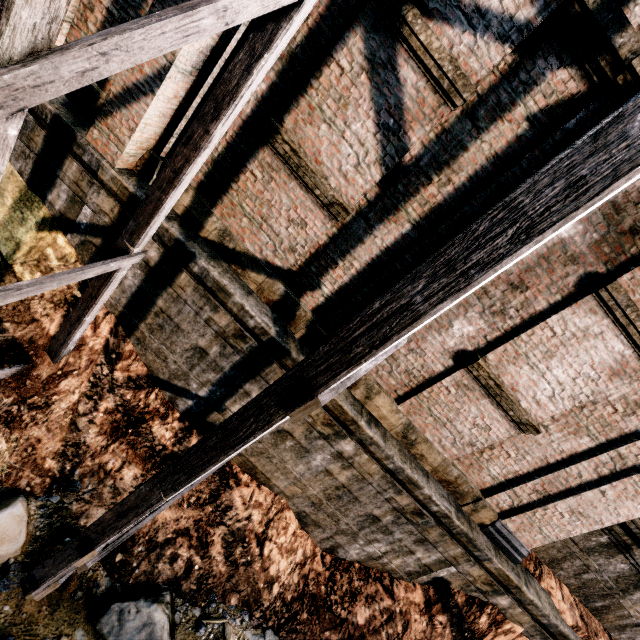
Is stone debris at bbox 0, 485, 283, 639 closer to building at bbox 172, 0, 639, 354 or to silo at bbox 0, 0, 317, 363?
silo at bbox 0, 0, 317, 363

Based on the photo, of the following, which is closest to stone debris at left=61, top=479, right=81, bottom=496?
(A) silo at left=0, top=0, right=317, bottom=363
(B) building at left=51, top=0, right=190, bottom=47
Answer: (A) silo at left=0, top=0, right=317, bottom=363

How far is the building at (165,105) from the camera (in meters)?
5.29

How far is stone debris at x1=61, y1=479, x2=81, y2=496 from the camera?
6.2m

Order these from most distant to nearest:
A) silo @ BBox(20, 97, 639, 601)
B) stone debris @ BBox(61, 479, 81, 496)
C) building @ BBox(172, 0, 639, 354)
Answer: stone debris @ BBox(61, 479, 81, 496), building @ BBox(172, 0, 639, 354), silo @ BBox(20, 97, 639, 601)

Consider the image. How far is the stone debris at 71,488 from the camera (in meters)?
6.19

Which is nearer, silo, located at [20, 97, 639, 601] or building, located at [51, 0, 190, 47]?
silo, located at [20, 97, 639, 601]

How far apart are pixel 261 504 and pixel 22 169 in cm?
919
